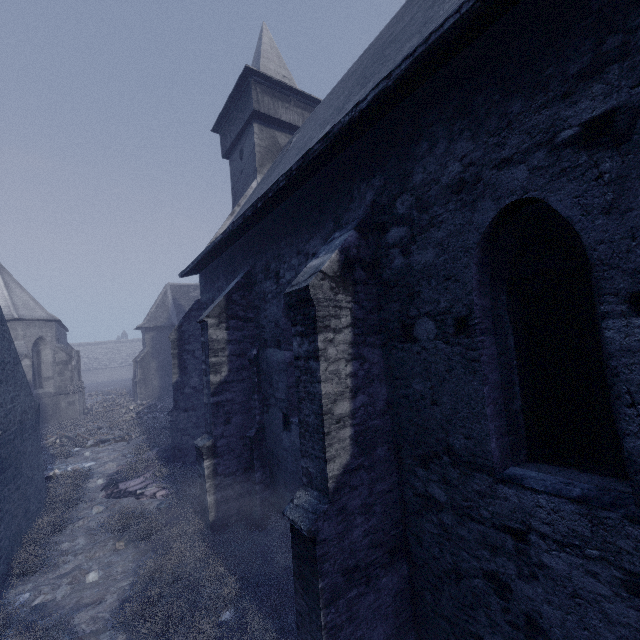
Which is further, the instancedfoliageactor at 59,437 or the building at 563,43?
the instancedfoliageactor at 59,437

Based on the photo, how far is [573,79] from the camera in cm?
262

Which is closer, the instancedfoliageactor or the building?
the building

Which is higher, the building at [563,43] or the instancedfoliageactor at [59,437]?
the building at [563,43]

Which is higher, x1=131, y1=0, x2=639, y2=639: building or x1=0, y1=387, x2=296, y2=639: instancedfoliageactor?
x1=131, y1=0, x2=639, y2=639: building
